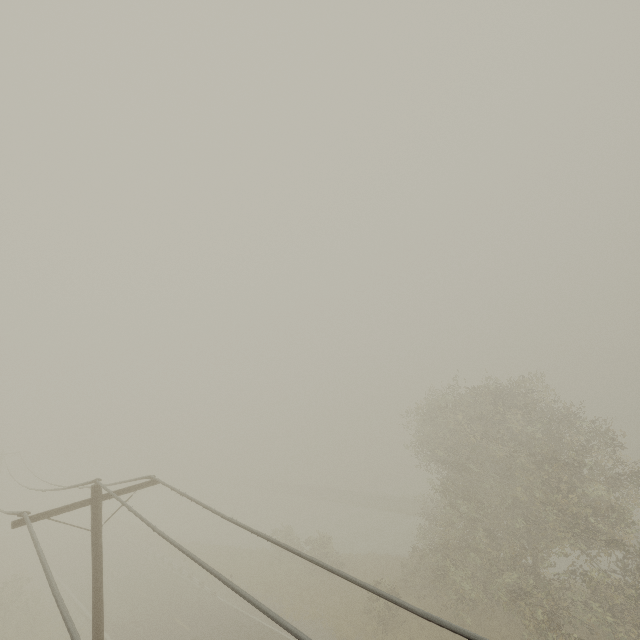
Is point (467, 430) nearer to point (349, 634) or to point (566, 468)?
point (566, 468)
